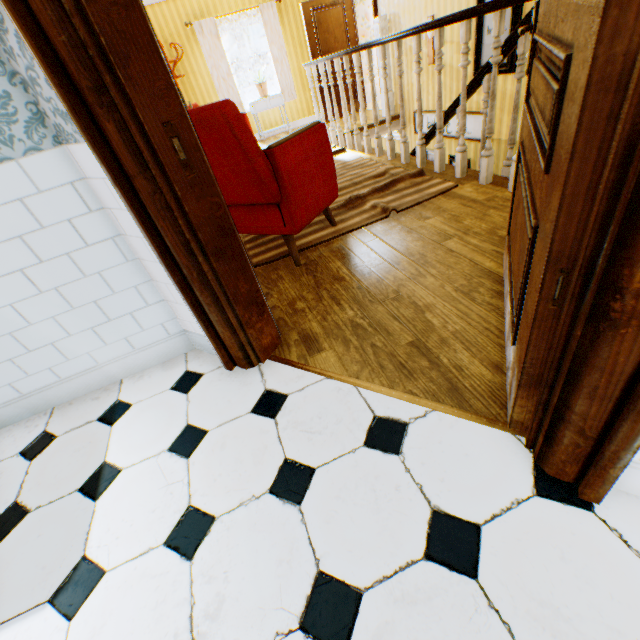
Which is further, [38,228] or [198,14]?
[198,14]

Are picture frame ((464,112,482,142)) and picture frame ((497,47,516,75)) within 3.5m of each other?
yes

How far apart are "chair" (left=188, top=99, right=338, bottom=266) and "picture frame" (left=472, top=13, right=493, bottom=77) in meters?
3.5

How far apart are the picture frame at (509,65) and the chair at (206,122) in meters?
3.5 m

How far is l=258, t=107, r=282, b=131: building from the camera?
8.5m

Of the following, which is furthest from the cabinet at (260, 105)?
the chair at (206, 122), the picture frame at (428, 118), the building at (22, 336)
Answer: the chair at (206, 122)

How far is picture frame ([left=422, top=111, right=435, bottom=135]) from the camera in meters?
5.9

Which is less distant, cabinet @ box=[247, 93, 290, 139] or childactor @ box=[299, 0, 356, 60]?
childactor @ box=[299, 0, 356, 60]
